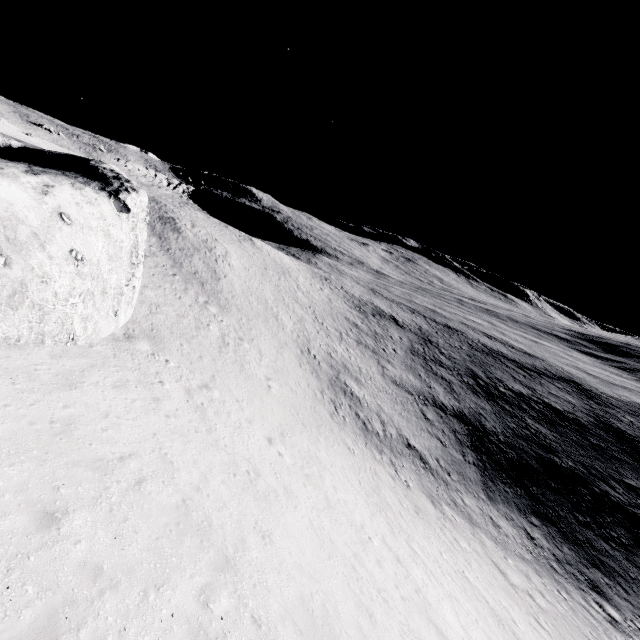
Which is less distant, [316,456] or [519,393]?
[316,456]
